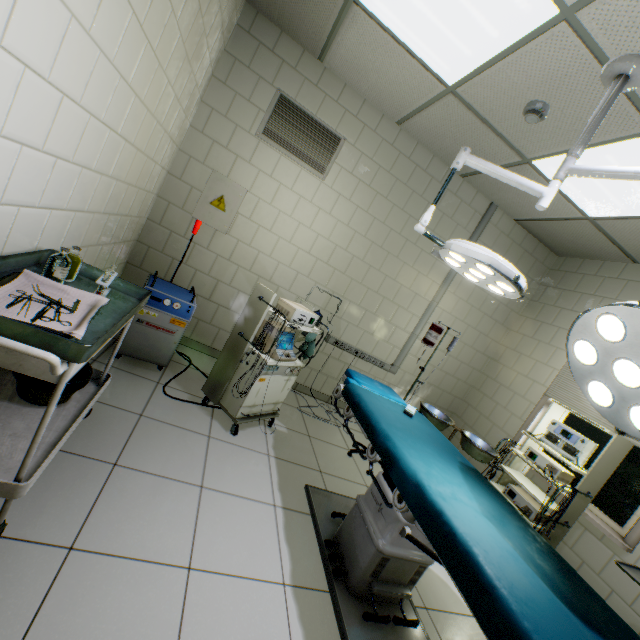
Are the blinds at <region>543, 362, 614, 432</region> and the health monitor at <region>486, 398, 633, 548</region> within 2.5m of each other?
yes

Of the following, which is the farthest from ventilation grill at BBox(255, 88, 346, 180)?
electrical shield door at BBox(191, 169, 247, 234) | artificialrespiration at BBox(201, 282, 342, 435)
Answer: artificialrespiration at BBox(201, 282, 342, 435)

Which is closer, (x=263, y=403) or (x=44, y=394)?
(x=44, y=394)

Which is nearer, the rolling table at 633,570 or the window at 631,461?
the rolling table at 633,570

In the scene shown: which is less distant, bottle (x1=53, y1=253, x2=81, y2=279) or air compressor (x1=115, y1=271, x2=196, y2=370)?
bottle (x1=53, y1=253, x2=81, y2=279)

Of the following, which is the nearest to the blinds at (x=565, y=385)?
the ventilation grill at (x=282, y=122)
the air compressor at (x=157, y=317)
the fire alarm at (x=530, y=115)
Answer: the fire alarm at (x=530, y=115)

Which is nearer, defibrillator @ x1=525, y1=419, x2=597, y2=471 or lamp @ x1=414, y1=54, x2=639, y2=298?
lamp @ x1=414, y1=54, x2=639, y2=298

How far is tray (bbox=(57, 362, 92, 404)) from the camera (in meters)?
1.59
